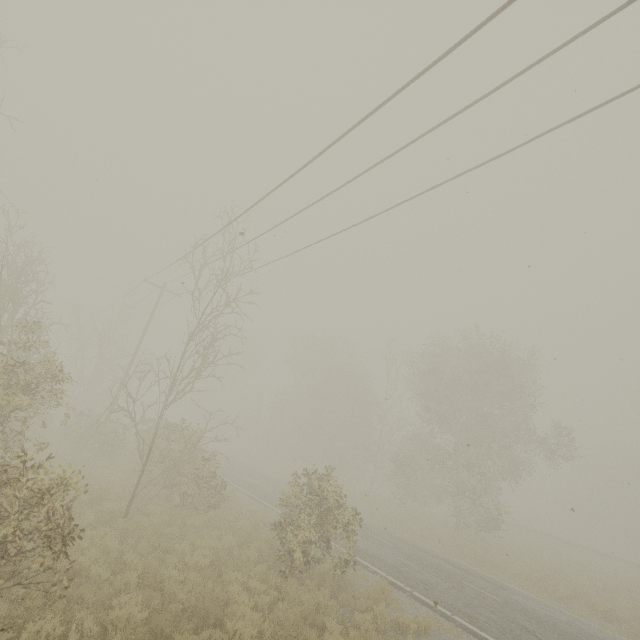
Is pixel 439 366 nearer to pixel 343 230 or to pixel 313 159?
pixel 343 230

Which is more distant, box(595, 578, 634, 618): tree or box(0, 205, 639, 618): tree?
box(595, 578, 634, 618): tree

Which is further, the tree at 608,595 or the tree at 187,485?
the tree at 608,595

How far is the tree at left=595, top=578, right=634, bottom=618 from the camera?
14.93m

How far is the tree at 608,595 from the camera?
14.9 meters

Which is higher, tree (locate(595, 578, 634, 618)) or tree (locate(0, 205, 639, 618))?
tree (locate(0, 205, 639, 618))
